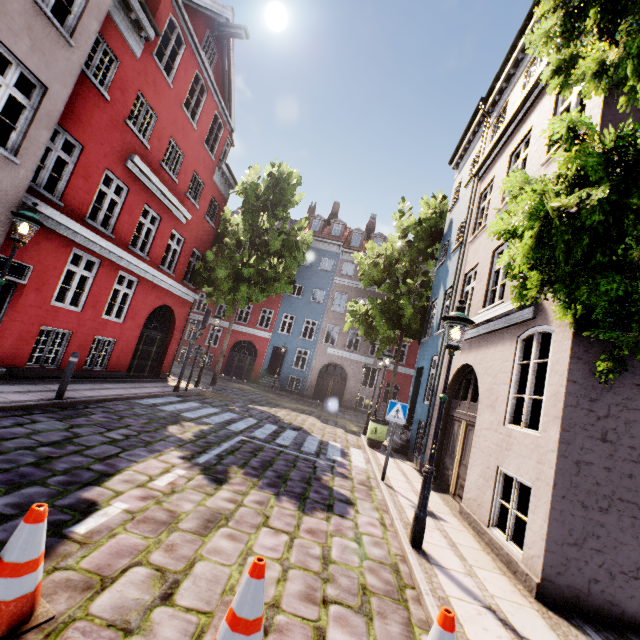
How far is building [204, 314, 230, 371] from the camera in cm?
2783

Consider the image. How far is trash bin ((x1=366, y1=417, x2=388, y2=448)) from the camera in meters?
11.9 m

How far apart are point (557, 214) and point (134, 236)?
19.78m

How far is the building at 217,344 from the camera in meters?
27.8 m

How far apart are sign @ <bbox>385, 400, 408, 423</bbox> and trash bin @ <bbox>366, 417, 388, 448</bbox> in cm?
418

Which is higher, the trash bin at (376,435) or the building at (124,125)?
the building at (124,125)

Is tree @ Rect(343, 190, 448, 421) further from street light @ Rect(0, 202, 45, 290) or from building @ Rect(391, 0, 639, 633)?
street light @ Rect(0, 202, 45, 290)

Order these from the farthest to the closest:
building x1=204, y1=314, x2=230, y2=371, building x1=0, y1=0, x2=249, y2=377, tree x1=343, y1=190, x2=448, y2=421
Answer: building x1=204, y1=314, x2=230, y2=371 → tree x1=343, y1=190, x2=448, y2=421 → building x1=0, y1=0, x2=249, y2=377
